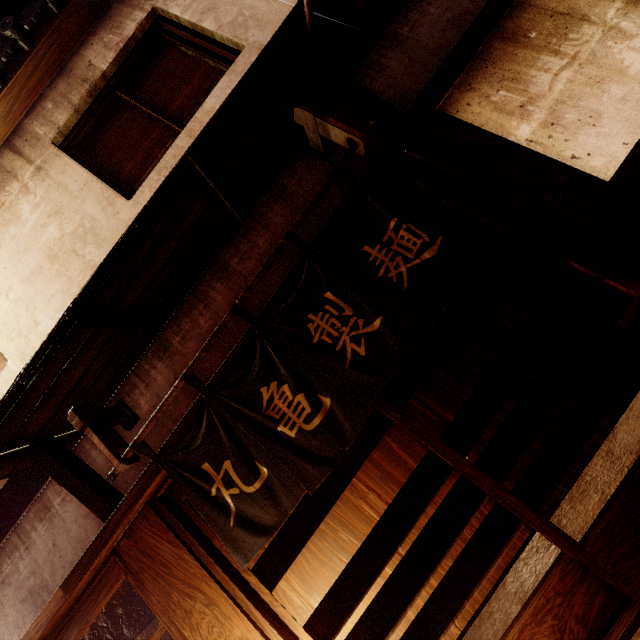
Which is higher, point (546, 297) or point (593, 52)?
point (593, 52)

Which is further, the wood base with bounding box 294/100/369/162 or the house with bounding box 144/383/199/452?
the house with bounding box 144/383/199/452

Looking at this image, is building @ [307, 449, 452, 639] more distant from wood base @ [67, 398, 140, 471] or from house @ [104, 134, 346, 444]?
wood base @ [67, 398, 140, 471]

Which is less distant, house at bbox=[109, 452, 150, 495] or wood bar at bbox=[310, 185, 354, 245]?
wood bar at bbox=[310, 185, 354, 245]

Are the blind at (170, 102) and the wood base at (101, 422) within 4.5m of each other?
no

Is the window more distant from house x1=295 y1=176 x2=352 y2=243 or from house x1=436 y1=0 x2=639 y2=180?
house x1=436 y1=0 x2=639 y2=180

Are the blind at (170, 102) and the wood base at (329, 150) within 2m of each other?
no

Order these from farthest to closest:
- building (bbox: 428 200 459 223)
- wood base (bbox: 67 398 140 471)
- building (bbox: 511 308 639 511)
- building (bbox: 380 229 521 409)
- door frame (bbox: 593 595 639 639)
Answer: building (bbox: 380 229 521 409) < building (bbox: 428 200 459 223) < building (bbox: 511 308 639 511) < wood base (bbox: 67 398 140 471) < door frame (bbox: 593 595 639 639)
